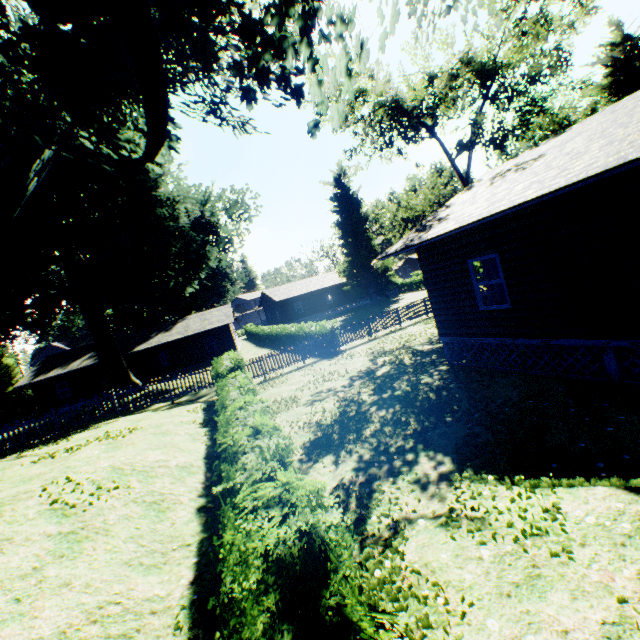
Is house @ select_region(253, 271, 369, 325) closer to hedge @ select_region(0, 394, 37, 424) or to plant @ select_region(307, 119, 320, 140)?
plant @ select_region(307, 119, 320, 140)

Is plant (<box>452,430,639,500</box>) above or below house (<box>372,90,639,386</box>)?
below

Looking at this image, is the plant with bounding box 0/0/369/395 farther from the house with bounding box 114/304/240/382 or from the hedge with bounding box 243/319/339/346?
the house with bounding box 114/304/240/382

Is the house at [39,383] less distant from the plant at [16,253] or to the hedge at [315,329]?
the hedge at [315,329]

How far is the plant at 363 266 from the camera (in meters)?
44.12

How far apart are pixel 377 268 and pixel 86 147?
35.6m

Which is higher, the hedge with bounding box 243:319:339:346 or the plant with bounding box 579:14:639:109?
the plant with bounding box 579:14:639:109

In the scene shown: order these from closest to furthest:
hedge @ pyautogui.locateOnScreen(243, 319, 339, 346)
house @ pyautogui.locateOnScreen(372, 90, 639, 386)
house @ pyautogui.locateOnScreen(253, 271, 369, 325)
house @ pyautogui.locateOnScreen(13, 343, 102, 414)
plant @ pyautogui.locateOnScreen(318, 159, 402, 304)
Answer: house @ pyautogui.locateOnScreen(372, 90, 639, 386), hedge @ pyautogui.locateOnScreen(243, 319, 339, 346), house @ pyautogui.locateOnScreen(13, 343, 102, 414), plant @ pyautogui.locateOnScreen(318, 159, 402, 304), house @ pyautogui.locateOnScreen(253, 271, 369, 325)
